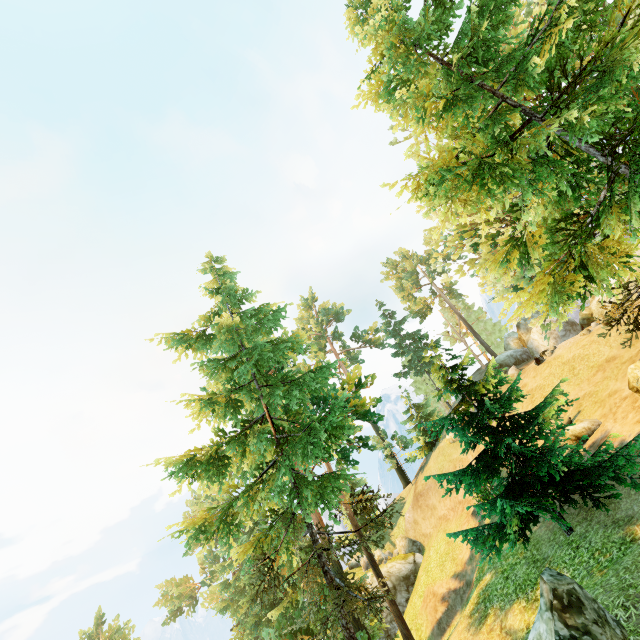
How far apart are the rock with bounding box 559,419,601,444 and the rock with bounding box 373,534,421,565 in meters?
22.6 m

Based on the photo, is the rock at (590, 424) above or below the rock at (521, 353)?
below

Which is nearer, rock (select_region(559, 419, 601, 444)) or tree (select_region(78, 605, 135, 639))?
rock (select_region(559, 419, 601, 444))

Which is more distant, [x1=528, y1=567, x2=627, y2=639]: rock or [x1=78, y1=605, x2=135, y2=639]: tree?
[x1=78, y1=605, x2=135, y2=639]: tree

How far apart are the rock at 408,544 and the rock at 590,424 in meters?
22.6

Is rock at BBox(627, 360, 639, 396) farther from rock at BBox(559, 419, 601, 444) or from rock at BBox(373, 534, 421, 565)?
rock at BBox(373, 534, 421, 565)

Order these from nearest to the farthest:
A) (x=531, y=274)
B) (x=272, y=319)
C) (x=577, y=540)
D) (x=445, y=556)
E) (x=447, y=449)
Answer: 1. (x=577, y=540)
2. (x=272, y=319)
3. (x=445, y=556)
4. (x=447, y=449)
5. (x=531, y=274)

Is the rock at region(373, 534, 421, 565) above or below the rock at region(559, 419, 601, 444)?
below
